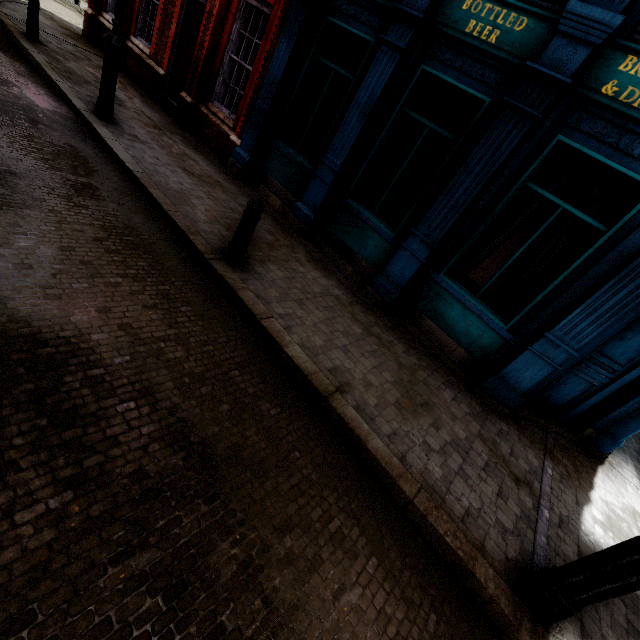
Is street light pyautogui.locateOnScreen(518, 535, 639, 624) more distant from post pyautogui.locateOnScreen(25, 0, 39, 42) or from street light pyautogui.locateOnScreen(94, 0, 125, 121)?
post pyautogui.locateOnScreen(25, 0, 39, 42)

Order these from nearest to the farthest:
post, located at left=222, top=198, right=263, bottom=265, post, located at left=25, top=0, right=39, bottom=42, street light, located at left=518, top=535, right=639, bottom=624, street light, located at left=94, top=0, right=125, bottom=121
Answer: street light, located at left=518, top=535, right=639, bottom=624
post, located at left=222, top=198, right=263, bottom=265
street light, located at left=94, top=0, right=125, bottom=121
post, located at left=25, top=0, right=39, bottom=42

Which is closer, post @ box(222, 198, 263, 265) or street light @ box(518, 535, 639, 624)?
street light @ box(518, 535, 639, 624)

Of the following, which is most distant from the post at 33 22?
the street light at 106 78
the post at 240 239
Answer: the post at 240 239

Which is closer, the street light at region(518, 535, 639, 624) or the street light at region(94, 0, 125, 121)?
the street light at region(518, 535, 639, 624)

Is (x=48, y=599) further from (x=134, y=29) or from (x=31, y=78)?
(x=134, y=29)

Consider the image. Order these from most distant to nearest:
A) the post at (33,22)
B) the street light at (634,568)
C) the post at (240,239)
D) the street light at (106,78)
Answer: the post at (33,22)
the street light at (106,78)
the post at (240,239)
the street light at (634,568)

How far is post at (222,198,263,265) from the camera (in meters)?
4.23
